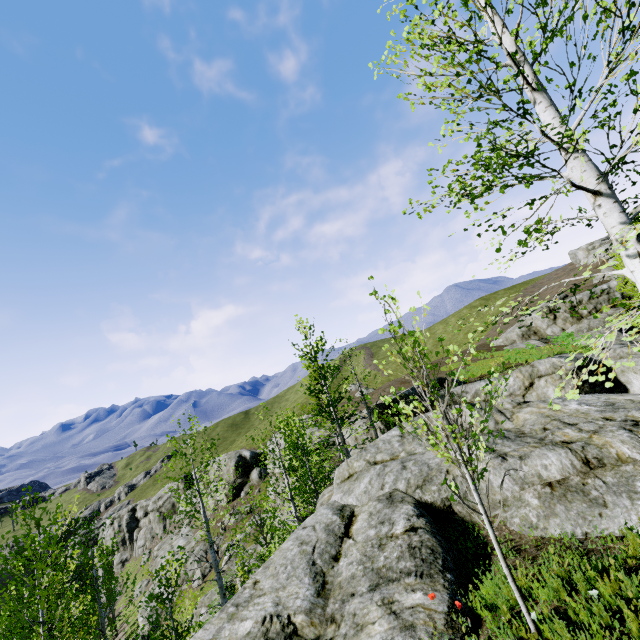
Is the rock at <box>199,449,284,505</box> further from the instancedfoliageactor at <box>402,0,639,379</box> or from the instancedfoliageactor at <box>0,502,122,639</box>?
the instancedfoliageactor at <box>402,0,639,379</box>

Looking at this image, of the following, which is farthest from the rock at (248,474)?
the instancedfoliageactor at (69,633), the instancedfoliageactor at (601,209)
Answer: the instancedfoliageactor at (601,209)

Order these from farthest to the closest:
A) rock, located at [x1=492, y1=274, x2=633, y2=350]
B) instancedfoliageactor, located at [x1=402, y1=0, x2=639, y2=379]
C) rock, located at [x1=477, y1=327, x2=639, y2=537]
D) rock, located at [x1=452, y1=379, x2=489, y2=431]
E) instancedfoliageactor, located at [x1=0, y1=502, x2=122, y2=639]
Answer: rock, located at [x1=492, y1=274, x2=633, y2=350] → rock, located at [x1=452, y1=379, x2=489, y2=431] → instancedfoliageactor, located at [x1=0, y1=502, x2=122, y2=639] → rock, located at [x1=477, y1=327, x2=639, y2=537] → instancedfoliageactor, located at [x1=402, y1=0, x2=639, y2=379]

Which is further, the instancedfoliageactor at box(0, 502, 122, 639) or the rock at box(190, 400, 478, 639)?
the instancedfoliageactor at box(0, 502, 122, 639)

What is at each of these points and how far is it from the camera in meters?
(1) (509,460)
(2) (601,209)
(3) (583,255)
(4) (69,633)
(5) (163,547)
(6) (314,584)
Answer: (1) rock, 6.8
(2) instancedfoliageactor, 4.0
(3) rock, 59.0
(4) instancedfoliageactor, 9.0
(5) rock, 48.4
(6) rock, 5.9

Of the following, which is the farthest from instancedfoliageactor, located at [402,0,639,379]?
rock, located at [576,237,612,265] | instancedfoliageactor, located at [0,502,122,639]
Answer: instancedfoliageactor, located at [0,502,122,639]

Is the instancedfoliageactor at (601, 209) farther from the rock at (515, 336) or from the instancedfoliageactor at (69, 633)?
the instancedfoliageactor at (69, 633)
